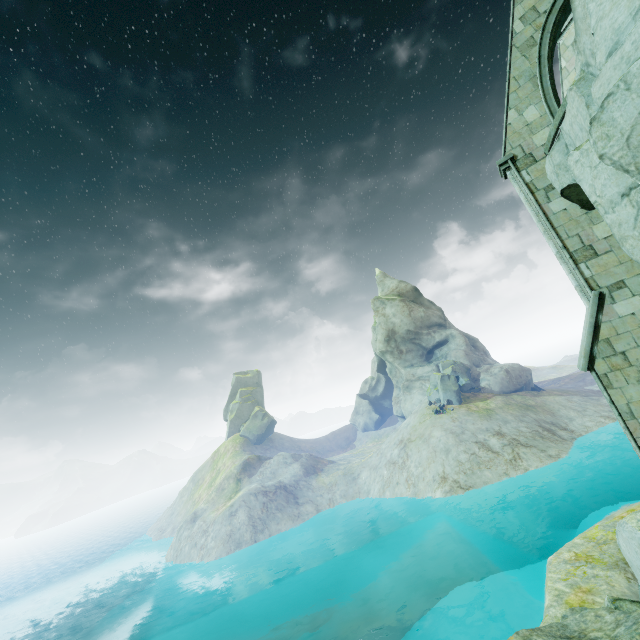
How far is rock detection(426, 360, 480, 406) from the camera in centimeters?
3988cm

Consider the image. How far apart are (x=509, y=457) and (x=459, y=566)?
11.18m

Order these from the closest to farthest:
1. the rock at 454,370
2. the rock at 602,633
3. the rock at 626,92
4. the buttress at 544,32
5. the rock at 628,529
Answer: the rock at 626,92 → the rock at 602,633 → the rock at 628,529 → the buttress at 544,32 → the rock at 454,370

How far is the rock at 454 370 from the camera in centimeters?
3988cm

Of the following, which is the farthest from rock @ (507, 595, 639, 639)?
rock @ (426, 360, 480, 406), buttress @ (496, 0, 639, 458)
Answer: rock @ (426, 360, 480, 406)

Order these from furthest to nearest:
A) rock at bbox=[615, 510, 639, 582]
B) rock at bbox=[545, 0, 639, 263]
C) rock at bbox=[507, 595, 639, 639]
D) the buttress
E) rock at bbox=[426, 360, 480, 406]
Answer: rock at bbox=[426, 360, 480, 406]
the buttress
rock at bbox=[615, 510, 639, 582]
rock at bbox=[507, 595, 639, 639]
rock at bbox=[545, 0, 639, 263]

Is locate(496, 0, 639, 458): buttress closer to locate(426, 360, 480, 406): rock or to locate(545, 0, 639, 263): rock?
locate(545, 0, 639, 263): rock
